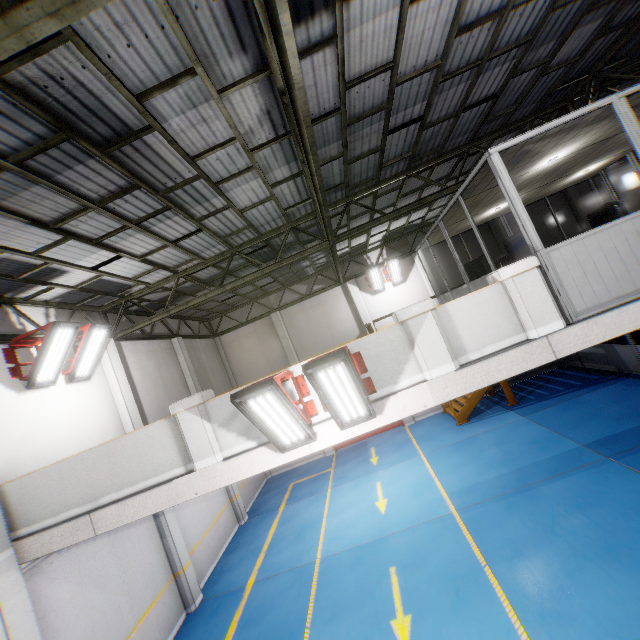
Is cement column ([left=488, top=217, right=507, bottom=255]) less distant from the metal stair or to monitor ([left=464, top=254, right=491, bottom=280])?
the metal stair

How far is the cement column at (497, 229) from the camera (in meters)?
16.17

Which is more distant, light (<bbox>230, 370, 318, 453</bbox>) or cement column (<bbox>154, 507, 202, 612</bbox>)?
cement column (<bbox>154, 507, 202, 612</bbox>)

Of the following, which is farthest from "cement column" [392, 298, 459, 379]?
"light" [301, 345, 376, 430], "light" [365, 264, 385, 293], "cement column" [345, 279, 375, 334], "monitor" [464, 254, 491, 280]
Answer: "cement column" [345, 279, 375, 334]

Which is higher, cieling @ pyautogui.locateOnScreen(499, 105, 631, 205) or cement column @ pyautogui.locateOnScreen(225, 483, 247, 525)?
cieling @ pyautogui.locateOnScreen(499, 105, 631, 205)

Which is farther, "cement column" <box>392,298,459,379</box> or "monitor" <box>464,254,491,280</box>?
"monitor" <box>464,254,491,280</box>

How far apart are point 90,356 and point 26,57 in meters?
7.0

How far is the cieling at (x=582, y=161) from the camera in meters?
5.4
